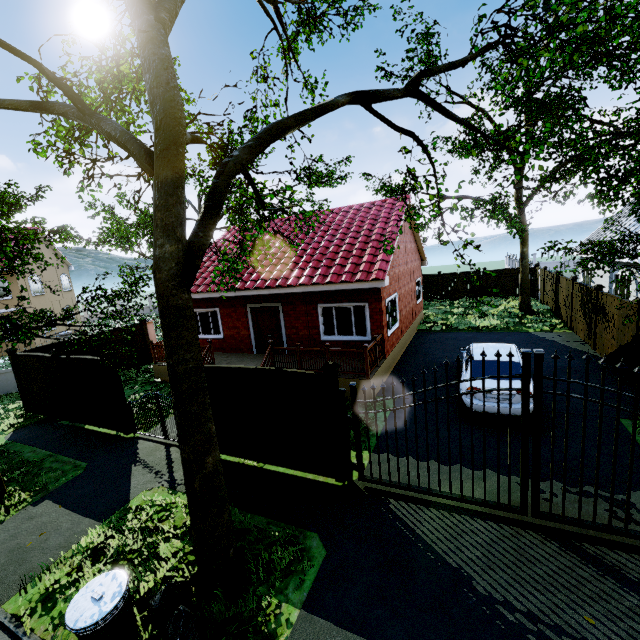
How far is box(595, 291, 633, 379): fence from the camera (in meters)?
9.70

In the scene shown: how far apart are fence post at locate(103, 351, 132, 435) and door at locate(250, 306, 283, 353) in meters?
5.4 m

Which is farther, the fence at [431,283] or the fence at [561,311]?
the fence at [431,283]

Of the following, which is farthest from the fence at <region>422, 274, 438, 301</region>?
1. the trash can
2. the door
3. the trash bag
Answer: the door

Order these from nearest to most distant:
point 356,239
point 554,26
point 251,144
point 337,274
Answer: point 251,144, point 554,26, point 337,274, point 356,239

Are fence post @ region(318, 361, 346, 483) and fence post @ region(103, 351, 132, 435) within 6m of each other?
no

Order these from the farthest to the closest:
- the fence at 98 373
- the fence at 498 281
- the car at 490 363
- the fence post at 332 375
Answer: the fence at 498 281 → the fence at 98 373 → the car at 490 363 → the fence post at 332 375

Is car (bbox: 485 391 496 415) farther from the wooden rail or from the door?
the door
